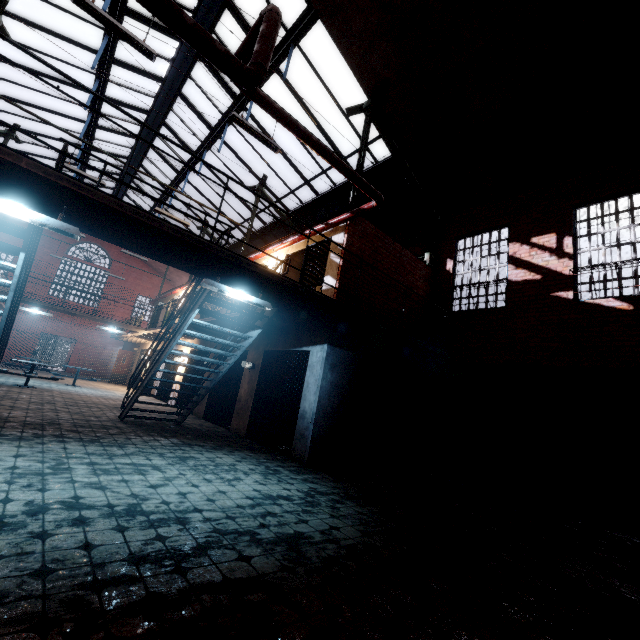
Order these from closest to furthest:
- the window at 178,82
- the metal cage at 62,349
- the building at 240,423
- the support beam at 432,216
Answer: the building at 240,423
the support beam at 432,216
the window at 178,82
the metal cage at 62,349

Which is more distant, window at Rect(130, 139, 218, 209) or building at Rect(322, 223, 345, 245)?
window at Rect(130, 139, 218, 209)

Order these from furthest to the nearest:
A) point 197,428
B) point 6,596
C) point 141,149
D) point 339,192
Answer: point 141,149, point 339,192, point 197,428, point 6,596

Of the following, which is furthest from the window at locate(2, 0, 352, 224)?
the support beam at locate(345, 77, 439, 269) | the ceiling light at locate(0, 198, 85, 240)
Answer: the ceiling light at locate(0, 198, 85, 240)

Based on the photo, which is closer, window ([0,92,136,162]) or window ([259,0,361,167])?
window ([259,0,361,167])

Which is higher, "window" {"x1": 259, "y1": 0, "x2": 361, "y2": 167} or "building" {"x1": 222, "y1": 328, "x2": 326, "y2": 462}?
"window" {"x1": 259, "y1": 0, "x2": 361, "y2": 167}

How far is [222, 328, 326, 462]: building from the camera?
7.0 meters

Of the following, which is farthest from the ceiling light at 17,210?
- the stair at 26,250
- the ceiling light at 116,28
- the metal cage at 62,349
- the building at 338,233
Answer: the metal cage at 62,349
